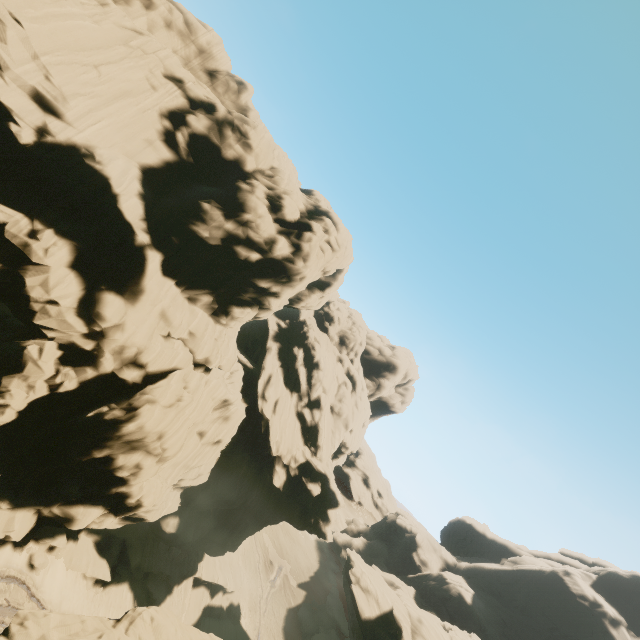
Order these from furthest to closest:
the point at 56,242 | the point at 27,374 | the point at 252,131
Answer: the point at 252,131 < the point at 56,242 < the point at 27,374

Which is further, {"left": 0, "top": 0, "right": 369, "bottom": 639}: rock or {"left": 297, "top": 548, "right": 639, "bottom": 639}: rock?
{"left": 297, "top": 548, "right": 639, "bottom": 639}: rock

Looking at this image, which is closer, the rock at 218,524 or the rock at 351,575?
the rock at 218,524
